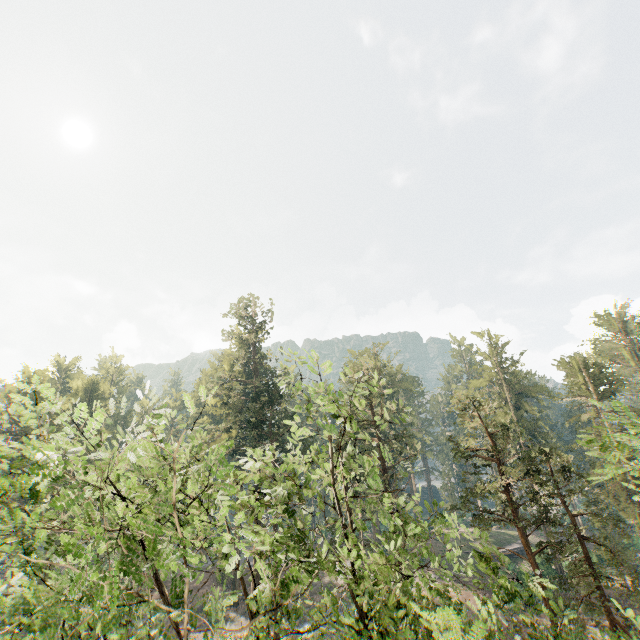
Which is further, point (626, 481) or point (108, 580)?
point (626, 481)
